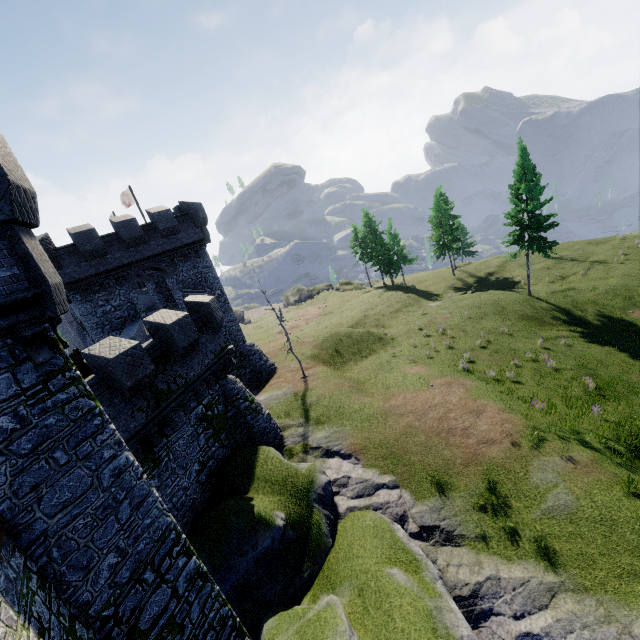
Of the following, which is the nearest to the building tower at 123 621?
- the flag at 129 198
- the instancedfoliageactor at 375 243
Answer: the flag at 129 198

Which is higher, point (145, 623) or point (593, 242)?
point (145, 623)

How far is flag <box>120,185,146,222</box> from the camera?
30.9 meters

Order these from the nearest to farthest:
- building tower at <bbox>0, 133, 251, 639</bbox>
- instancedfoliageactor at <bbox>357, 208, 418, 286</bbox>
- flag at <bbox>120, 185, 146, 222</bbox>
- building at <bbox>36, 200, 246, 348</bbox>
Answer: building tower at <bbox>0, 133, 251, 639</bbox> → building at <bbox>36, 200, 246, 348</bbox> → flag at <bbox>120, 185, 146, 222</bbox> → instancedfoliageactor at <bbox>357, 208, 418, 286</bbox>

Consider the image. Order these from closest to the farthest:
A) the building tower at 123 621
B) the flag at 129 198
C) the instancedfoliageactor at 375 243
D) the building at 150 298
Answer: the building tower at 123 621
the building at 150 298
the flag at 129 198
the instancedfoliageactor at 375 243

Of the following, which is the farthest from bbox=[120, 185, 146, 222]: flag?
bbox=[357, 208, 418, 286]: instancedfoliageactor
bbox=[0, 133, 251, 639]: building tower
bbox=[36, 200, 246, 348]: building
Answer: bbox=[357, 208, 418, 286]: instancedfoliageactor

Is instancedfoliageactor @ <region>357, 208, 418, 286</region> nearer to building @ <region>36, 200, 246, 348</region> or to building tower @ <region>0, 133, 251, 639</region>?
building @ <region>36, 200, 246, 348</region>
